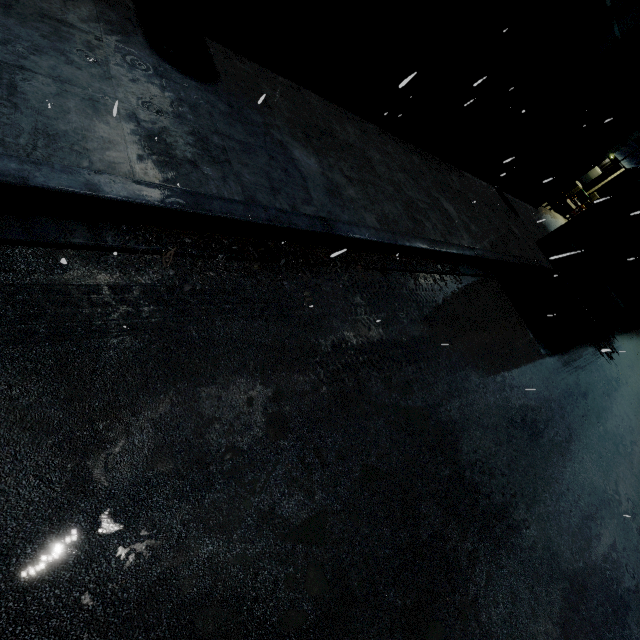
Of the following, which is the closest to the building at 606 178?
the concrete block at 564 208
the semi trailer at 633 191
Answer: the semi trailer at 633 191

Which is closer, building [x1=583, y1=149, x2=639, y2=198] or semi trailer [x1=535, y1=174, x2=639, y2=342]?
semi trailer [x1=535, y1=174, x2=639, y2=342]

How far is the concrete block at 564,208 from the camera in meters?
22.2

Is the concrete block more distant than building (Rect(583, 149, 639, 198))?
No

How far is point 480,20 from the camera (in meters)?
7.55

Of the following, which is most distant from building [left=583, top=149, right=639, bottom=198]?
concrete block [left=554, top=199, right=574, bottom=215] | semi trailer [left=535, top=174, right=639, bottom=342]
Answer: concrete block [left=554, top=199, right=574, bottom=215]

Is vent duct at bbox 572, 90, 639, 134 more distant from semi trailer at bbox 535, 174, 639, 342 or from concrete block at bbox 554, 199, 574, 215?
concrete block at bbox 554, 199, 574, 215

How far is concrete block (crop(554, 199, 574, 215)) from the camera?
22.23m
